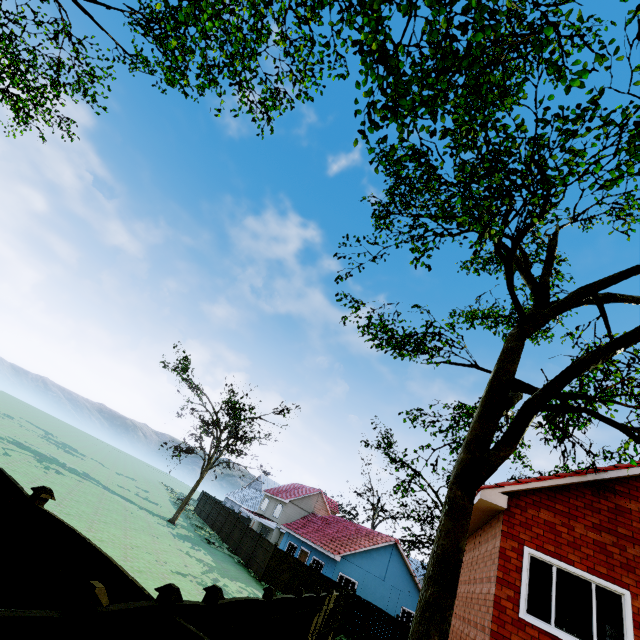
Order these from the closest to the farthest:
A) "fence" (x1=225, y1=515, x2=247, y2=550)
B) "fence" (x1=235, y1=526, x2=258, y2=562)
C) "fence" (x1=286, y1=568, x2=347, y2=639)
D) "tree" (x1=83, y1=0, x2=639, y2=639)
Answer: "tree" (x1=83, y1=0, x2=639, y2=639) → "fence" (x1=286, y1=568, x2=347, y2=639) → "fence" (x1=235, y1=526, x2=258, y2=562) → "fence" (x1=225, y1=515, x2=247, y2=550)

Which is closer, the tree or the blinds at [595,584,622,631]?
the tree

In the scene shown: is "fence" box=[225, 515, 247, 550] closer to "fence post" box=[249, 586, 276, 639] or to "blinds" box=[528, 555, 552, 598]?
"fence post" box=[249, 586, 276, 639]

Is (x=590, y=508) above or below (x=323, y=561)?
above

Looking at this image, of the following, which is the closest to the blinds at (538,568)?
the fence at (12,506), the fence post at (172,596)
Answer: the fence at (12,506)

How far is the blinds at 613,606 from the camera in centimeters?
684cm

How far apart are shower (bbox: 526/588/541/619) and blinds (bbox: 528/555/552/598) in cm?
228

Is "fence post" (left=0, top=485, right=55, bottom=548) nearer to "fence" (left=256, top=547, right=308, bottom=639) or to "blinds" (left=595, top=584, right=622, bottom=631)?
"fence" (left=256, top=547, right=308, bottom=639)
